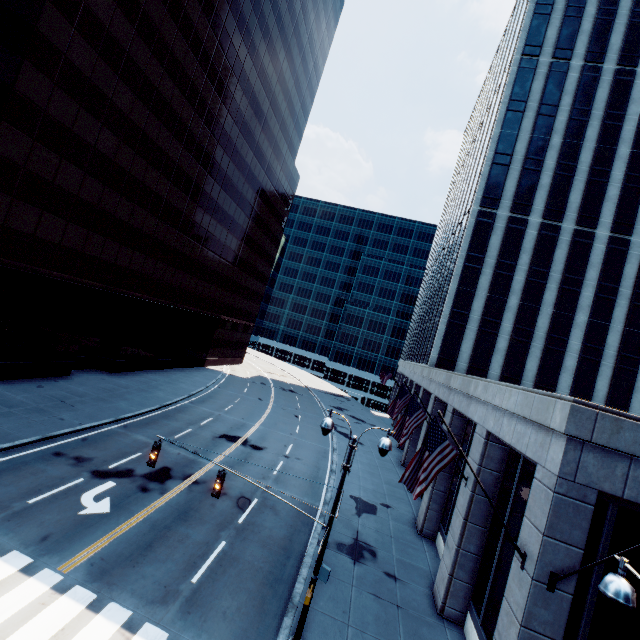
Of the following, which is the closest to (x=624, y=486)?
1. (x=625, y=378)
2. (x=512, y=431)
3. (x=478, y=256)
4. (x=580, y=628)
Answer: (x=512, y=431)

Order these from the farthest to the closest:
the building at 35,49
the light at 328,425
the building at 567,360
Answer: the building at 35,49
the light at 328,425
the building at 567,360

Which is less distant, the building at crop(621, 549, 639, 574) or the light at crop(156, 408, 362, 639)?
the building at crop(621, 549, 639, 574)

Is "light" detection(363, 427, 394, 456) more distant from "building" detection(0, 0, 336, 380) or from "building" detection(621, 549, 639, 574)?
"building" detection(0, 0, 336, 380)

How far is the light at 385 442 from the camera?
9.7 meters

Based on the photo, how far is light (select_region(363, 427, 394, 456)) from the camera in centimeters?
966cm

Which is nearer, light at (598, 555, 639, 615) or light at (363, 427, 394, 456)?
light at (598, 555, 639, 615)

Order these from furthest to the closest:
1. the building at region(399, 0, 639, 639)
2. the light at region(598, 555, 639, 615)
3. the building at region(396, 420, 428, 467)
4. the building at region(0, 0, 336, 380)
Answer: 1. the building at region(396, 420, 428, 467)
2. the building at region(0, 0, 336, 380)
3. the building at region(399, 0, 639, 639)
4. the light at region(598, 555, 639, 615)
